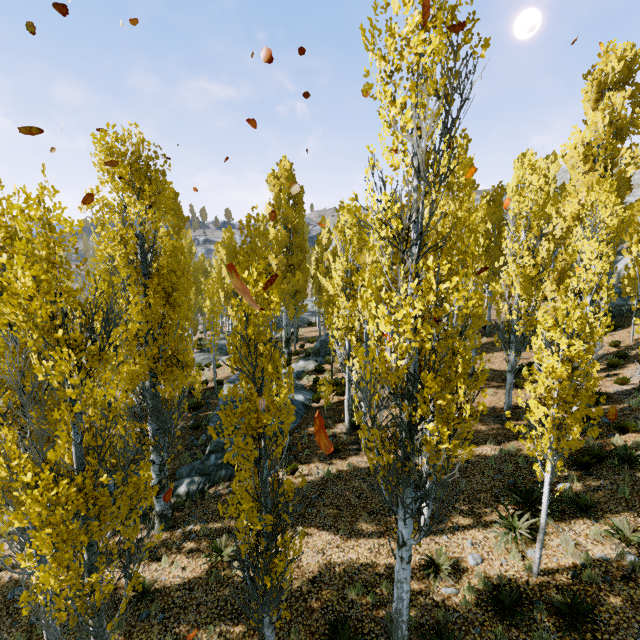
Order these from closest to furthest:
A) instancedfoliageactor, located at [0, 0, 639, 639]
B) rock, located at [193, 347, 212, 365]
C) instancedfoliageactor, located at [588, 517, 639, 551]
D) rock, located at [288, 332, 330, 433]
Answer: instancedfoliageactor, located at [0, 0, 639, 639], instancedfoliageactor, located at [588, 517, 639, 551], rock, located at [288, 332, 330, 433], rock, located at [193, 347, 212, 365]

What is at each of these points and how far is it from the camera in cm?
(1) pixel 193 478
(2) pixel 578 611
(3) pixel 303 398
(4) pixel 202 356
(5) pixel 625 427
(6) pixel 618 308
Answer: (1) rock, 1242
(2) instancedfoliageactor, 660
(3) rock, 1778
(4) rock, 2784
(5) instancedfoliageactor, 1181
(6) rock, 2242

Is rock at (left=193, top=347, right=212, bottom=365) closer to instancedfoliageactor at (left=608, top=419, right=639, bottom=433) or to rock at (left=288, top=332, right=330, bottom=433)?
instancedfoliageactor at (left=608, top=419, right=639, bottom=433)

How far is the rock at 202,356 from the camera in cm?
2712

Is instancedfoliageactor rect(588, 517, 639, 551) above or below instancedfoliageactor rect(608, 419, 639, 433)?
below

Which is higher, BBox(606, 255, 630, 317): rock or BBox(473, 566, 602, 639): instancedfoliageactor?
BBox(606, 255, 630, 317): rock

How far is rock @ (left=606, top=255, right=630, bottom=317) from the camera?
22.38m

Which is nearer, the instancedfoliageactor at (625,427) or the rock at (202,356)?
the instancedfoliageactor at (625,427)
